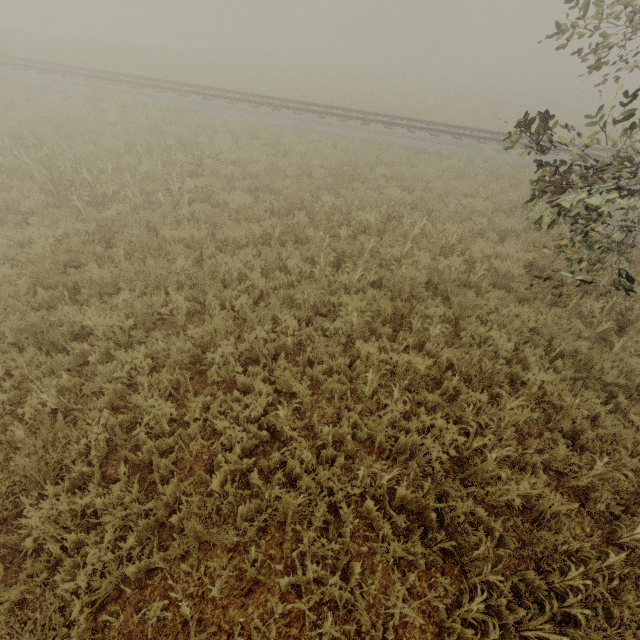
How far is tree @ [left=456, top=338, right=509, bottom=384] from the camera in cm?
493

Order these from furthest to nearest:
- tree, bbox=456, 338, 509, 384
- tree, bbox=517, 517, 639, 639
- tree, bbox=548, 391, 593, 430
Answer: tree, bbox=456, 338, 509, 384
tree, bbox=548, 391, 593, 430
tree, bbox=517, 517, 639, 639

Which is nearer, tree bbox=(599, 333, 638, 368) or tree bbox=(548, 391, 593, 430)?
tree bbox=(548, 391, 593, 430)

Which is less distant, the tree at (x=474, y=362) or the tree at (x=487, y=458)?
the tree at (x=487, y=458)

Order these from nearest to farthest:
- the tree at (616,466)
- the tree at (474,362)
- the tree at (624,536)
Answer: the tree at (624,536), the tree at (616,466), the tree at (474,362)

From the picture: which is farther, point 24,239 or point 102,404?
point 24,239
